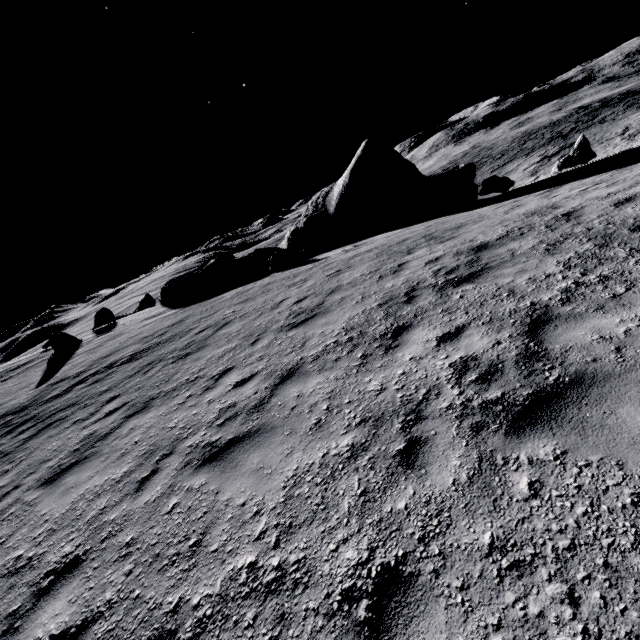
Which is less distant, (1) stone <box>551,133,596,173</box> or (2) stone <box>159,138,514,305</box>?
(1) stone <box>551,133,596,173</box>

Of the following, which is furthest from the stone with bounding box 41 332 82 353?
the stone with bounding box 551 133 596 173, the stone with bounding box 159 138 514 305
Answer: the stone with bounding box 551 133 596 173

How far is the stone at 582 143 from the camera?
16.97m

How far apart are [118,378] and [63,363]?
9.00m

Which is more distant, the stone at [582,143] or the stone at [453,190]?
the stone at [453,190]

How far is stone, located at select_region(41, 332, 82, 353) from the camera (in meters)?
19.52
